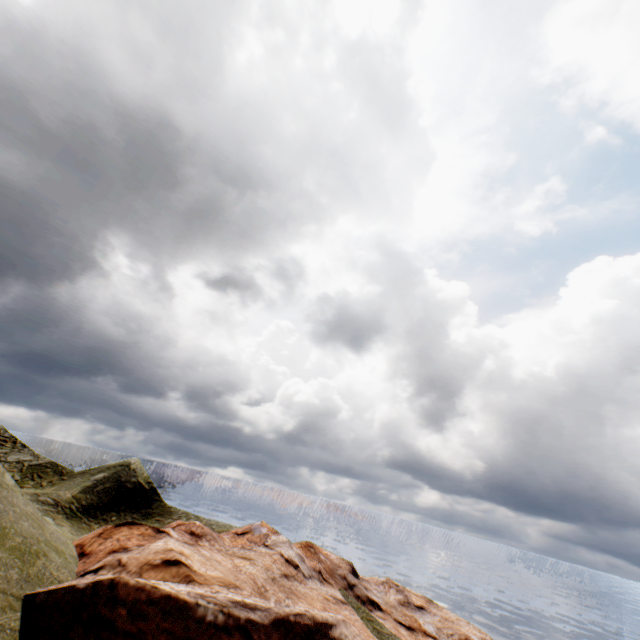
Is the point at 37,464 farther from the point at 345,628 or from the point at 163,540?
the point at 345,628
